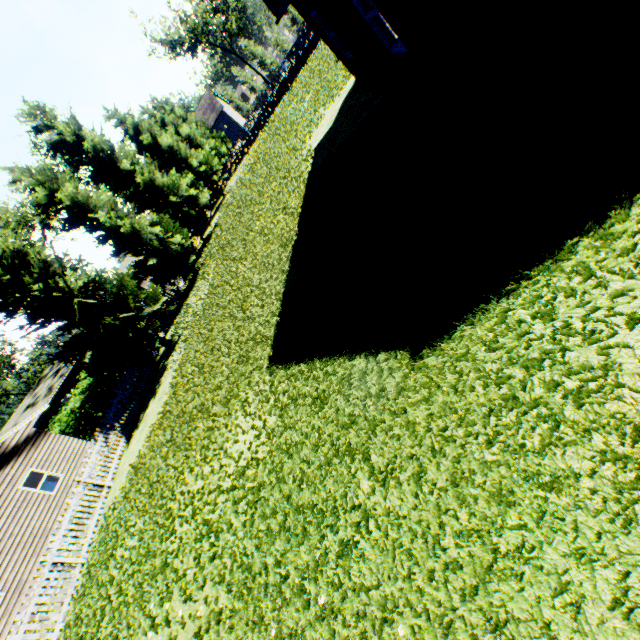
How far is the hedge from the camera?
19.1m

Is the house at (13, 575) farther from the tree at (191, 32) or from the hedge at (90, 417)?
the tree at (191, 32)

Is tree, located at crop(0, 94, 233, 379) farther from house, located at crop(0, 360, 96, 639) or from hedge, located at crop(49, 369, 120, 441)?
house, located at crop(0, 360, 96, 639)

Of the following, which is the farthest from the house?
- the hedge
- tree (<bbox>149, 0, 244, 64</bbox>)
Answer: tree (<bbox>149, 0, 244, 64</bbox>)

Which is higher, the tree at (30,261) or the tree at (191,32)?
the tree at (191,32)

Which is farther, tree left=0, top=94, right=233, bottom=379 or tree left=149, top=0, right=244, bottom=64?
tree left=149, top=0, right=244, bottom=64

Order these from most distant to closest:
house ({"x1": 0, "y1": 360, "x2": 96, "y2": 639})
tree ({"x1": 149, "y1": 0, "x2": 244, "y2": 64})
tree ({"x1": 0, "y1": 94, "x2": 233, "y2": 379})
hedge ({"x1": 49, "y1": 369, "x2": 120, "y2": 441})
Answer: tree ({"x1": 149, "y1": 0, "x2": 244, "y2": 64}), hedge ({"x1": 49, "y1": 369, "x2": 120, "y2": 441}), house ({"x1": 0, "y1": 360, "x2": 96, "y2": 639}), tree ({"x1": 0, "y1": 94, "x2": 233, "y2": 379})

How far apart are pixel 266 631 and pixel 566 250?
4.9m
